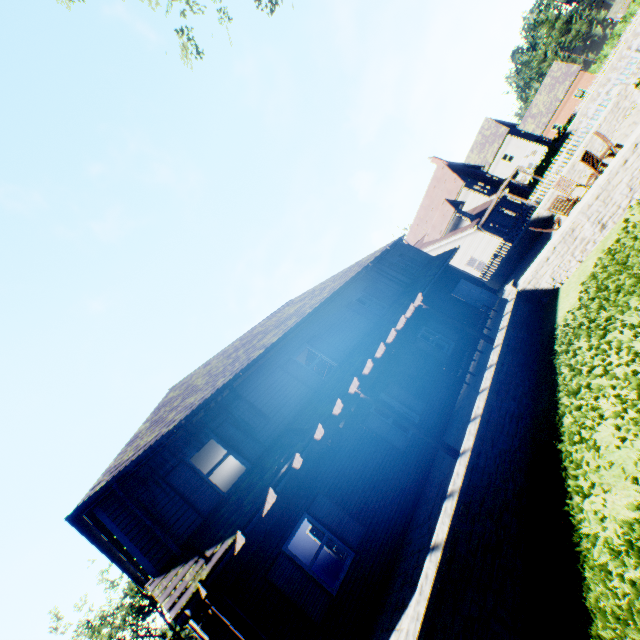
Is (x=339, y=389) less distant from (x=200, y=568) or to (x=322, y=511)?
(x=322, y=511)

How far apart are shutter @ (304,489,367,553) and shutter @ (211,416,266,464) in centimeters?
186cm

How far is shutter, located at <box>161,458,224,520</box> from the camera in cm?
822

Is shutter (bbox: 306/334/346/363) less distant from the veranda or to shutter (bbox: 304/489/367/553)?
the veranda

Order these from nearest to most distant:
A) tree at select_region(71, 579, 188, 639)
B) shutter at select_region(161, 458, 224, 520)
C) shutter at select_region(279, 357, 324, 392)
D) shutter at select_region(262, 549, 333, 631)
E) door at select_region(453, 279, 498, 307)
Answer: shutter at select_region(262, 549, 333, 631), shutter at select_region(161, 458, 224, 520), shutter at select_region(279, 357, 324, 392), door at select_region(453, 279, 498, 307), tree at select_region(71, 579, 188, 639)

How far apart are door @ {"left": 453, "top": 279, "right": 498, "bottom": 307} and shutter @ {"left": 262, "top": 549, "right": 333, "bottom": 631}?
15.0 meters

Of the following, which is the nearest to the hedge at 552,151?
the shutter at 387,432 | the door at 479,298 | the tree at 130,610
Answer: the tree at 130,610

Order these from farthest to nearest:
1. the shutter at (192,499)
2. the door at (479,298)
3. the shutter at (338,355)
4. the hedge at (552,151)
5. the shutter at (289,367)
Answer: the hedge at (552,151) → the door at (479,298) → the shutter at (338,355) → the shutter at (289,367) → the shutter at (192,499)
